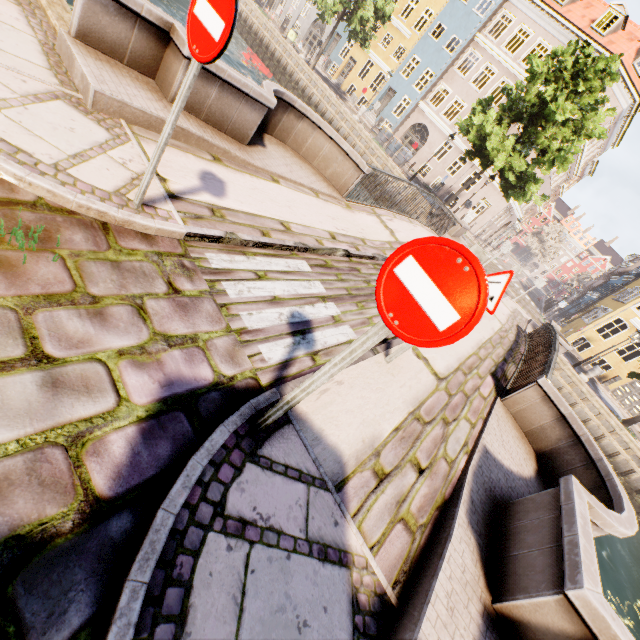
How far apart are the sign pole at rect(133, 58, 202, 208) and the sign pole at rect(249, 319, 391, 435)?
2.40m

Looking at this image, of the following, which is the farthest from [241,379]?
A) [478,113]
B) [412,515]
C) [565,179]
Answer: [565,179]

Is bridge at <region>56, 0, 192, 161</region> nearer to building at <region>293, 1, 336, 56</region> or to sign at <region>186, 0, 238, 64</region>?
sign at <region>186, 0, 238, 64</region>

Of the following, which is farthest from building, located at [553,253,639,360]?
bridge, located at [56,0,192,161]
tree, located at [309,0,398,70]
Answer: bridge, located at [56,0,192,161]

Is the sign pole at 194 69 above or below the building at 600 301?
below

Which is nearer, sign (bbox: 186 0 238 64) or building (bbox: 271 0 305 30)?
sign (bbox: 186 0 238 64)

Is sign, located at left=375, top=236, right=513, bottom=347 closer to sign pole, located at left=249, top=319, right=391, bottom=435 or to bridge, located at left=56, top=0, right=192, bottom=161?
sign pole, located at left=249, top=319, right=391, bottom=435

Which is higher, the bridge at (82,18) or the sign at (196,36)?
the sign at (196,36)
